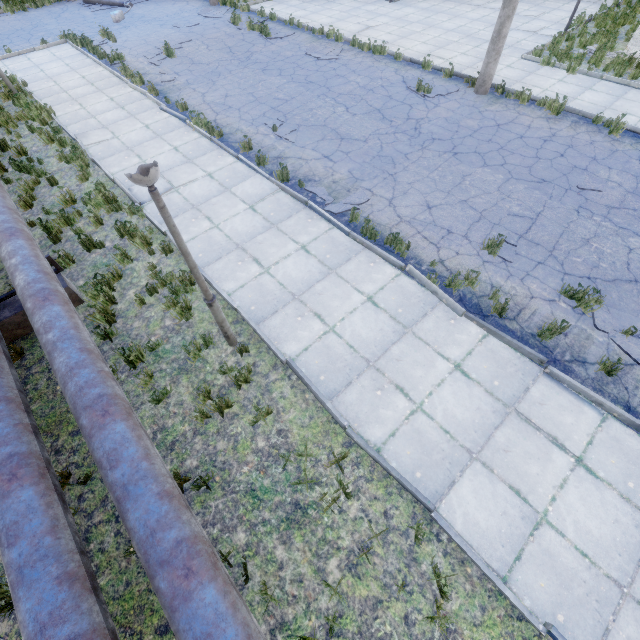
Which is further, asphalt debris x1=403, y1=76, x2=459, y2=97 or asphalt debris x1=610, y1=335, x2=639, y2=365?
asphalt debris x1=403, y1=76, x2=459, y2=97

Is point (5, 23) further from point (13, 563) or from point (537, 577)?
point (537, 577)

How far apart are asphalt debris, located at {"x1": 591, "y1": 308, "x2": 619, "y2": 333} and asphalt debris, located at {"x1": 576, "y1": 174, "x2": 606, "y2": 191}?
3.8m

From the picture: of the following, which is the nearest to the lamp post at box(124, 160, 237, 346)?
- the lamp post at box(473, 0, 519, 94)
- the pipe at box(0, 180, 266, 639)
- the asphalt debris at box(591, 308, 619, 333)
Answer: the pipe at box(0, 180, 266, 639)

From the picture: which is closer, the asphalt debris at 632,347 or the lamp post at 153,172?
the lamp post at 153,172

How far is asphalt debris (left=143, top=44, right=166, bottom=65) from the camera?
13.7m

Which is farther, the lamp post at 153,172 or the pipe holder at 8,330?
the pipe holder at 8,330

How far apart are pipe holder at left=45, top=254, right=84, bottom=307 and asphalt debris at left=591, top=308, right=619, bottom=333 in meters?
9.6
